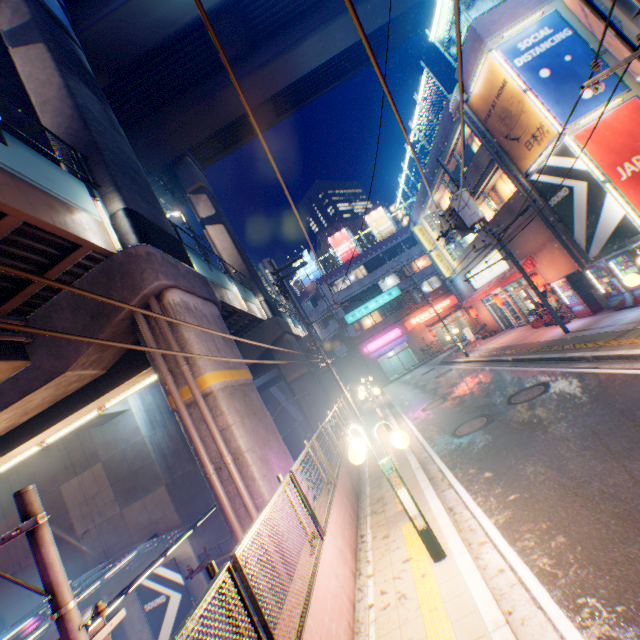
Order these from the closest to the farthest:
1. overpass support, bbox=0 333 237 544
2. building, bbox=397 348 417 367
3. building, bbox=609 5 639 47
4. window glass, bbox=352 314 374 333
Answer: building, bbox=609 5 639 47 → overpass support, bbox=0 333 237 544 → window glass, bbox=352 314 374 333 → building, bbox=397 348 417 367

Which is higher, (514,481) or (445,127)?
(445,127)

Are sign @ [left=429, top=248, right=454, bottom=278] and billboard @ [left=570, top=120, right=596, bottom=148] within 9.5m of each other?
no

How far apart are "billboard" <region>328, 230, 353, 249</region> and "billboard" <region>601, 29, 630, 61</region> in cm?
3451

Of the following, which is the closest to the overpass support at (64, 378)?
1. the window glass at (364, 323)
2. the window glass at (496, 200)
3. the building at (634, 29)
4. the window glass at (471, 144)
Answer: the window glass at (364, 323)

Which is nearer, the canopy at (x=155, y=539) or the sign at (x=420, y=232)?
the canopy at (x=155, y=539)

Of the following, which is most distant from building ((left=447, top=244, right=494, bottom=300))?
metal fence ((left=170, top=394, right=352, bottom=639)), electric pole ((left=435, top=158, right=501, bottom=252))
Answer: electric pole ((left=435, top=158, right=501, bottom=252))

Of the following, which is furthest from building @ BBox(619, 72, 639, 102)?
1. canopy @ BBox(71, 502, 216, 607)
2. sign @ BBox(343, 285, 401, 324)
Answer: canopy @ BBox(71, 502, 216, 607)
